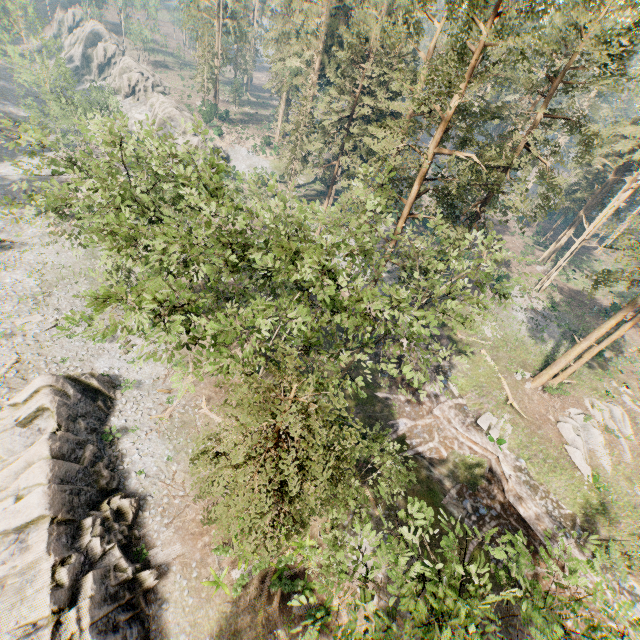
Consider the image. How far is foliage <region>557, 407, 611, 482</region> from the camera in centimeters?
2594cm

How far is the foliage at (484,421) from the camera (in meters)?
25.98

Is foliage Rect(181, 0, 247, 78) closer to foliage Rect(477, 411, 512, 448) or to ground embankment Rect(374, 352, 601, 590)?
ground embankment Rect(374, 352, 601, 590)

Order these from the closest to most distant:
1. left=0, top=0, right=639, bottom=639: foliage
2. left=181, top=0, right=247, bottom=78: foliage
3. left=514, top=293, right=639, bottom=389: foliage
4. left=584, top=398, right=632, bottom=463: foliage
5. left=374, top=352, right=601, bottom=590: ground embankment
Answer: left=0, top=0, right=639, bottom=639: foliage < left=374, top=352, right=601, bottom=590: ground embankment < left=514, top=293, right=639, bottom=389: foliage < left=584, top=398, right=632, bottom=463: foliage < left=181, top=0, right=247, bottom=78: foliage

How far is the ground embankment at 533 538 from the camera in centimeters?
2233cm

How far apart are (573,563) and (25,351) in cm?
3735

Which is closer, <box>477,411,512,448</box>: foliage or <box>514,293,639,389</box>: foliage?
<box>514,293,639,389</box>: foliage
